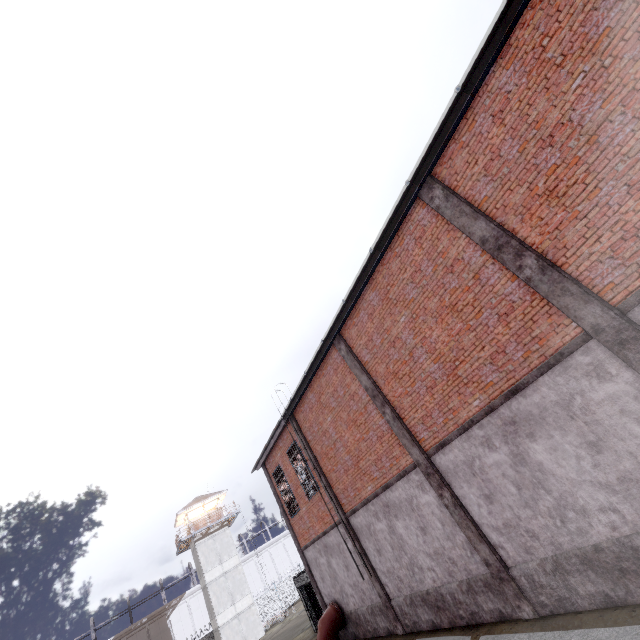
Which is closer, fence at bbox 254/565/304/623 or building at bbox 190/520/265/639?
building at bbox 190/520/265/639

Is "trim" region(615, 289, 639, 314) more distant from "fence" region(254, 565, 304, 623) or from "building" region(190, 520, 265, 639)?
"building" region(190, 520, 265, 639)

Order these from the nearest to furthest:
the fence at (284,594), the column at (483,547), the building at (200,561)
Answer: the column at (483,547), the building at (200,561), the fence at (284,594)

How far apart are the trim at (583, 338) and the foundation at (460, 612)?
2.89m

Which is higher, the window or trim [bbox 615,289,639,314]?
the window

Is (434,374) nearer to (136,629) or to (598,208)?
(598,208)

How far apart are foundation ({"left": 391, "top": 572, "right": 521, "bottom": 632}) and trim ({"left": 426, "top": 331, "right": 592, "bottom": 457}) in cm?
289

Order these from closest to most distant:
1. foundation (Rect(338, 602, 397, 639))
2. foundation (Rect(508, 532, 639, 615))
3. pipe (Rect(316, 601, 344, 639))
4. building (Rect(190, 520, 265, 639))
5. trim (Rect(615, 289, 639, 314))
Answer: trim (Rect(615, 289, 639, 314))
foundation (Rect(508, 532, 639, 615))
foundation (Rect(338, 602, 397, 639))
pipe (Rect(316, 601, 344, 639))
building (Rect(190, 520, 265, 639))
